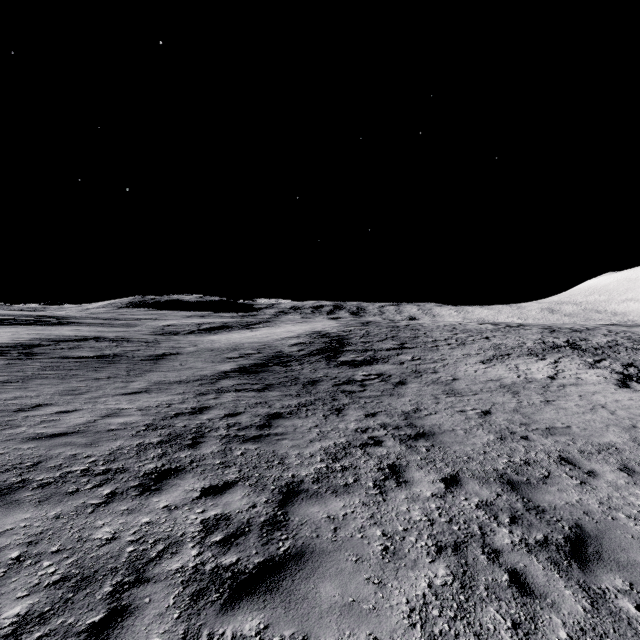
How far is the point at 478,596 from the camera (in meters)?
3.32
